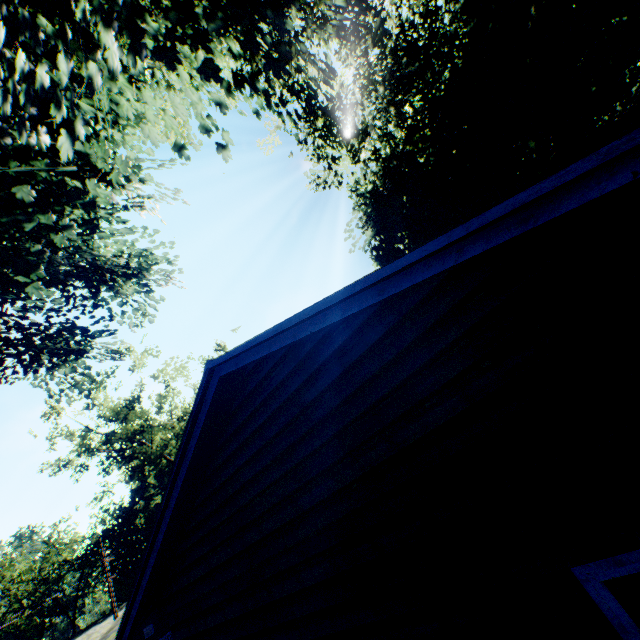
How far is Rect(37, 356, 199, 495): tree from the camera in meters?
20.1

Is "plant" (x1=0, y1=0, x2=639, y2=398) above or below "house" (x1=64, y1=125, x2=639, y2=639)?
above

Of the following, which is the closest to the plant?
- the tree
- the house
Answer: the house

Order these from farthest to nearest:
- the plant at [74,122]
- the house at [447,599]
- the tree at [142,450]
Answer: the tree at [142,450] < the plant at [74,122] < the house at [447,599]

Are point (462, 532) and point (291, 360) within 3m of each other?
yes

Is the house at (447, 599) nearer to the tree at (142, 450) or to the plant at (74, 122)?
the plant at (74, 122)

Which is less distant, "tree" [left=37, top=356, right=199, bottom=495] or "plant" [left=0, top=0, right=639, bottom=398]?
"plant" [left=0, top=0, right=639, bottom=398]

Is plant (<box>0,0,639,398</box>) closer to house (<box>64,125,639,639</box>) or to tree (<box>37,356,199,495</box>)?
house (<box>64,125,639,639</box>)
